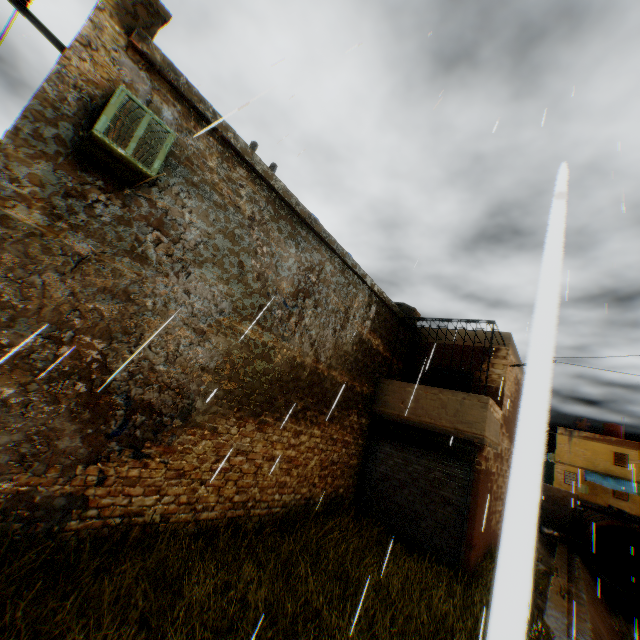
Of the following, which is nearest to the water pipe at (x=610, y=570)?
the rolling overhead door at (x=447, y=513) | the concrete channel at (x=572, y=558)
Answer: the concrete channel at (x=572, y=558)

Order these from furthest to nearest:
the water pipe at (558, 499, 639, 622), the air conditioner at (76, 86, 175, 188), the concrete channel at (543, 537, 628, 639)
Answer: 1. the water pipe at (558, 499, 639, 622)
2. the concrete channel at (543, 537, 628, 639)
3. the air conditioner at (76, 86, 175, 188)

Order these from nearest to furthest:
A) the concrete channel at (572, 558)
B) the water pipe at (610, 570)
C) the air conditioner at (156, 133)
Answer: the air conditioner at (156, 133) → the concrete channel at (572, 558) → the water pipe at (610, 570)

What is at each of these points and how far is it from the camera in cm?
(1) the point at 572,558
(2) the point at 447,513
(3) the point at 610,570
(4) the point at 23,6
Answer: (1) concrete channel, 1839
(2) rolling overhead door, 894
(3) water pipe, 2248
(4) electrical contact, 434

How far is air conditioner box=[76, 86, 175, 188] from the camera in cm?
406

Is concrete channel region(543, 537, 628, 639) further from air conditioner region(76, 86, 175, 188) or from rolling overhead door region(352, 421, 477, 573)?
air conditioner region(76, 86, 175, 188)

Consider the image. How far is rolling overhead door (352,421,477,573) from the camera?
8.8m

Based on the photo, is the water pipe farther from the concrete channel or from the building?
the building
